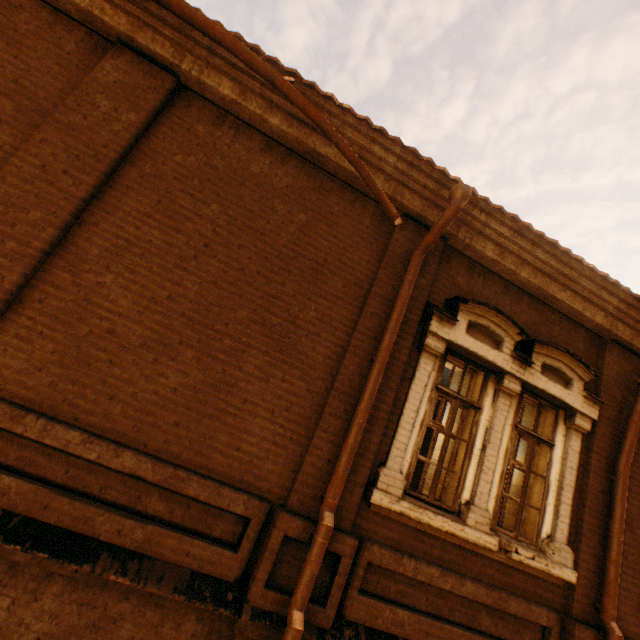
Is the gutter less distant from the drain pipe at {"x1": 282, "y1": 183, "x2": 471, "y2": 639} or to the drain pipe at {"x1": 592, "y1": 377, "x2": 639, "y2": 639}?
the drain pipe at {"x1": 282, "y1": 183, "x2": 471, "y2": 639}

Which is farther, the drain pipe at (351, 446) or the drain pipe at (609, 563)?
the drain pipe at (609, 563)

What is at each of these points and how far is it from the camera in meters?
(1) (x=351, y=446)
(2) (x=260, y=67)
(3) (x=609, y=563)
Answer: (1) drain pipe, 3.4
(2) gutter, 3.4
(3) drain pipe, 4.2

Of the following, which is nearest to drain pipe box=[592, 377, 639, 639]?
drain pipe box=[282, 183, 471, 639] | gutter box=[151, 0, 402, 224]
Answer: drain pipe box=[282, 183, 471, 639]

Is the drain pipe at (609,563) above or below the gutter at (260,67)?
below
